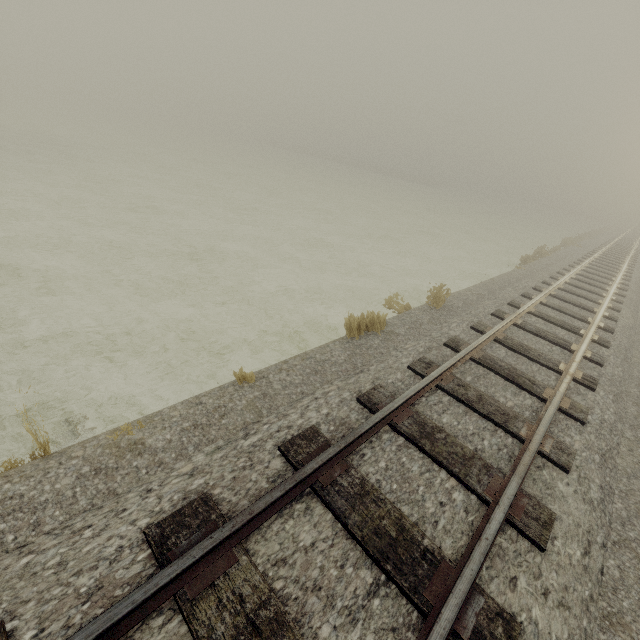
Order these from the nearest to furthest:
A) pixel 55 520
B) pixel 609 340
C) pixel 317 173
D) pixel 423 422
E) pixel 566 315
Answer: pixel 55 520
pixel 423 422
pixel 609 340
pixel 566 315
pixel 317 173
